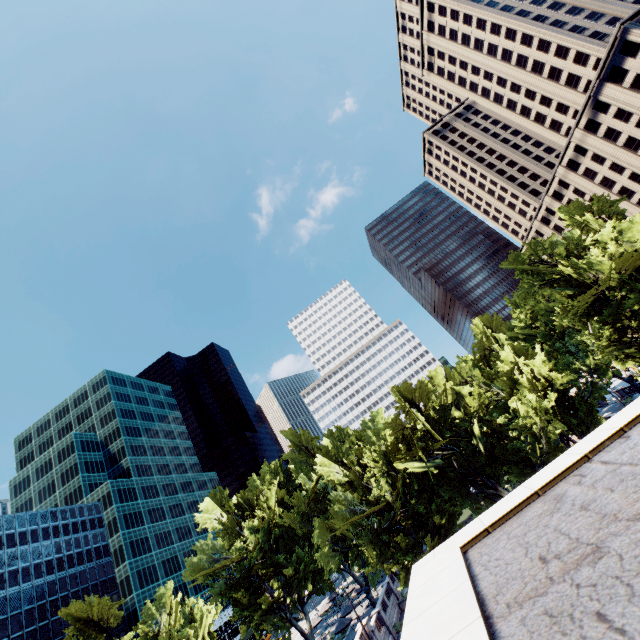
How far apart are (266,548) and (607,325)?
49.65m

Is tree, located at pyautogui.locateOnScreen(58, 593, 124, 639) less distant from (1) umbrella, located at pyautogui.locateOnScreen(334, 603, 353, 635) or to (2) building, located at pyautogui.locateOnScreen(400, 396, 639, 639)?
(1) umbrella, located at pyautogui.locateOnScreen(334, 603, 353, 635)

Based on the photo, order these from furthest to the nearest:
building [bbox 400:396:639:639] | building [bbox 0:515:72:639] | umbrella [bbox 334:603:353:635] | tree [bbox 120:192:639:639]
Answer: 1. building [bbox 0:515:72:639]
2. umbrella [bbox 334:603:353:635]
3. tree [bbox 120:192:639:639]
4. building [bbox 400:396:639:639]

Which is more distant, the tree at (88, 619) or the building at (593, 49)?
the building at (593, 49)

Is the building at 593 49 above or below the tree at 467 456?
above

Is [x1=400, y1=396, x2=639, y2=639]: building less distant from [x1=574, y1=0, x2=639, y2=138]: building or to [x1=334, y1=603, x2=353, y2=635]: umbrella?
[x1=334, y1=603, x2=353, y2=635]: umbrella

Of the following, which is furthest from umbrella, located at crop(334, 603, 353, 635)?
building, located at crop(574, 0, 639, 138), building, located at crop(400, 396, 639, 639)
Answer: building, located at crop(574, 0, 639, 138)

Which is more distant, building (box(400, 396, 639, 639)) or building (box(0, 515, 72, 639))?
building (box(0, 515, 72, 639))
